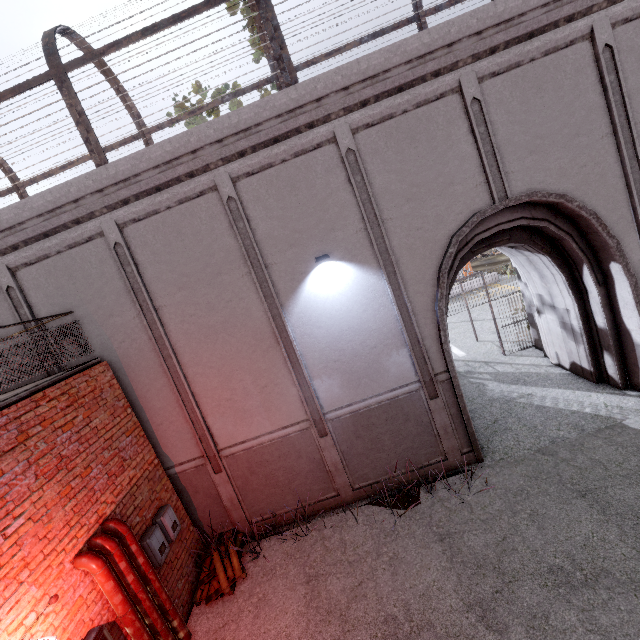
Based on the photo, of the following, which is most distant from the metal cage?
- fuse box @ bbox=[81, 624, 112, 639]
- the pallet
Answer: the pallet

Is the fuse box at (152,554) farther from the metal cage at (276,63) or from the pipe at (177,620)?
the metal cage at (276,63)

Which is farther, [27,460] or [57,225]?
[57,225]

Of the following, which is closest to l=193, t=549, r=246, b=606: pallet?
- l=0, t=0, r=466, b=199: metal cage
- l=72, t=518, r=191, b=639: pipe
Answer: l=72, t=518, r=191, b=639: pipe

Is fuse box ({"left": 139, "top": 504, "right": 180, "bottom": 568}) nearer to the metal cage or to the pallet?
the pallet

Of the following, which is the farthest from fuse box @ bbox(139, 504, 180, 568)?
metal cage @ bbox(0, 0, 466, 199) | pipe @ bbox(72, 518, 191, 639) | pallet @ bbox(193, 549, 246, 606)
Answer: metal cage @ bbox(0, 0, 466, 199)

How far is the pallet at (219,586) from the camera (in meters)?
6.02

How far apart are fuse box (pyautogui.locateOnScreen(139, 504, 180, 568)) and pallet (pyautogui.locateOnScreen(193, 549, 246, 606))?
1.08m
